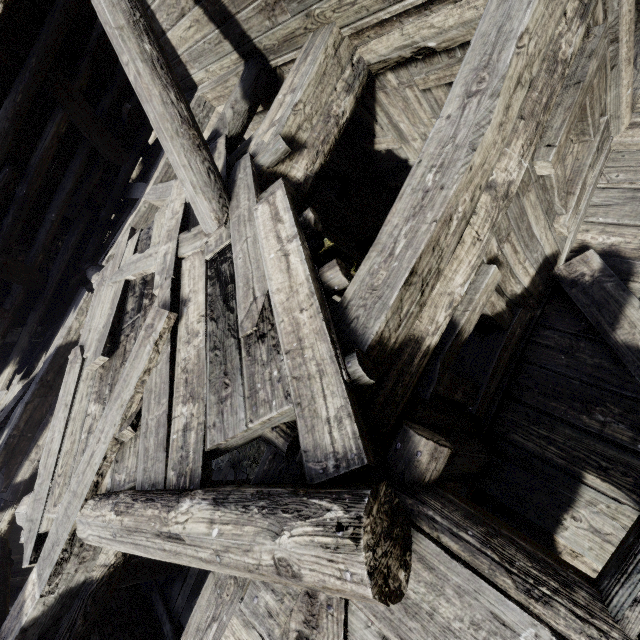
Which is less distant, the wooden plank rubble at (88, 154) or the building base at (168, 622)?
the wooden plank rubble at (88, 154)

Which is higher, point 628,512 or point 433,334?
point 433,334

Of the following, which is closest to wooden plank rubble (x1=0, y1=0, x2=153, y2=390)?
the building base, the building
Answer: the building

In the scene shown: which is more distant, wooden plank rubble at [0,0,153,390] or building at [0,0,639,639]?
wooden plank rubble at [0,0,153,390]

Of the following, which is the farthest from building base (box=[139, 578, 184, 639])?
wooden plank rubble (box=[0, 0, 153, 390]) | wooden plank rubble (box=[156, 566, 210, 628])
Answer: wooden plank rubble (box=[0, 0, 153, 390])

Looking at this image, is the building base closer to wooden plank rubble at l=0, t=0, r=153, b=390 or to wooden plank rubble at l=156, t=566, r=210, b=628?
wooden plank rubble at l=156, t=566, r=210, b=628

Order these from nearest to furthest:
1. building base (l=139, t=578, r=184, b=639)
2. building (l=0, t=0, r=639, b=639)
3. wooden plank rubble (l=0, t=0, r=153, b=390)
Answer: building (l=0, t=0, r=639, b=639) → wooden plank rubble (l=0, t=0, r=153, b=390) → building base (l=139, t=578, r=184, b=639)

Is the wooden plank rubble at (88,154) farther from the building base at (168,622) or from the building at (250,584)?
Result: the building base at (168,622)
